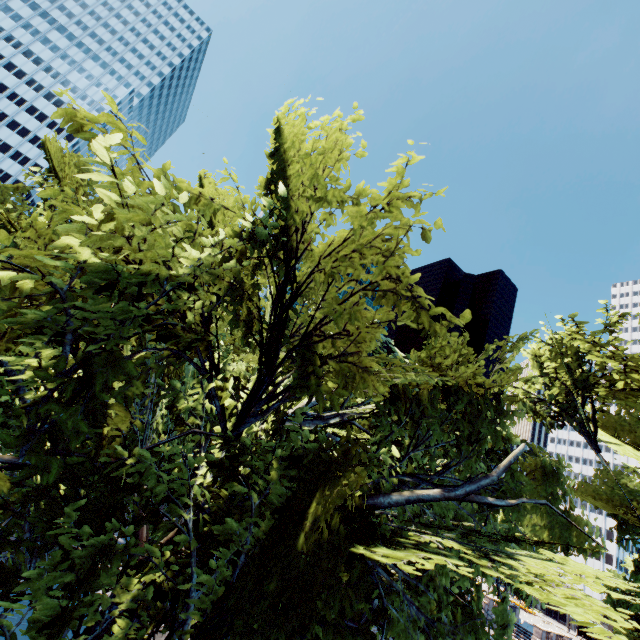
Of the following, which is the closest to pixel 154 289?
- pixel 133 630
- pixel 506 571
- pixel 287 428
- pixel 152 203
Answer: pixel 152 203
